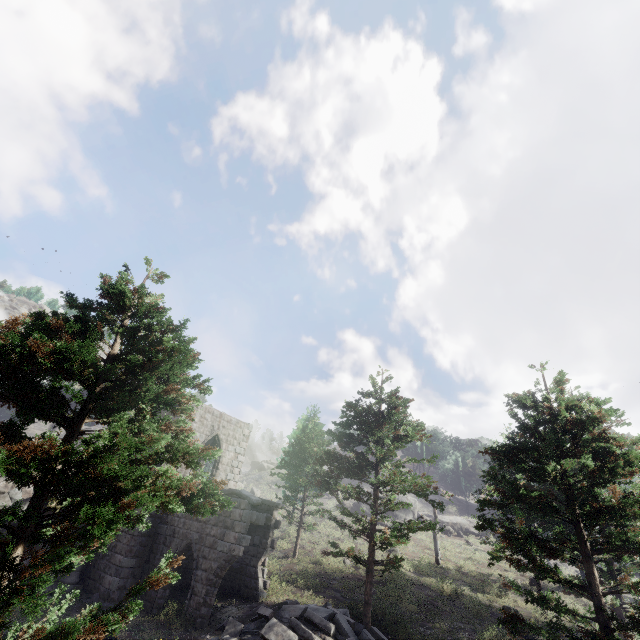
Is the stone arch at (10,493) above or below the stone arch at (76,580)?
above

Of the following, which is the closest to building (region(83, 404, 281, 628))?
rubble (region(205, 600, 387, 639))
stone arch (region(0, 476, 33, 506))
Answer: stone arch (region(0, 476, 33, 506))

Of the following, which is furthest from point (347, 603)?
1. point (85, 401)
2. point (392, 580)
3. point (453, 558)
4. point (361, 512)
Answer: point (361, 512)

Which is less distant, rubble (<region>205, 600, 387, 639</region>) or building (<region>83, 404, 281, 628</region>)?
rubble (<region>205, 600, 387, 639</region>)

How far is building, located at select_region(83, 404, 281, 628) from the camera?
13.7m

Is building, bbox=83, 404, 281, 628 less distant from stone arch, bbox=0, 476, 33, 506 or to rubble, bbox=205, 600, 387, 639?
stone arch, bbox=0, 476, 33, 506

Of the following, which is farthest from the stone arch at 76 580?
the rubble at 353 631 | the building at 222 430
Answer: the rubble at 353 631
